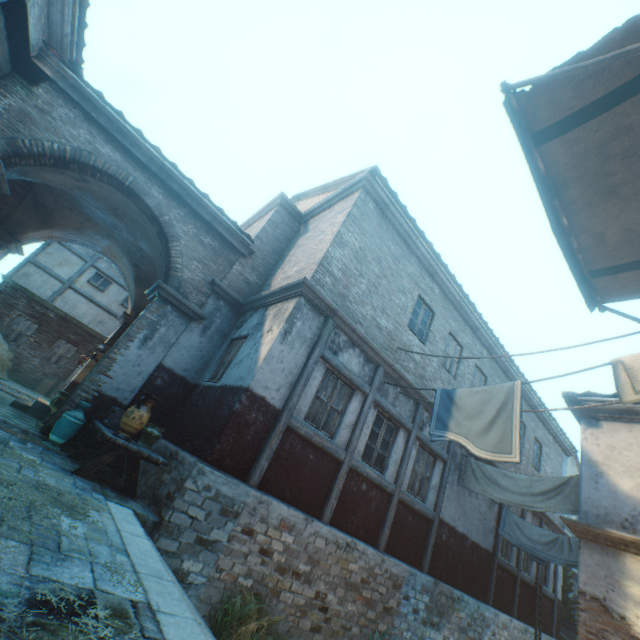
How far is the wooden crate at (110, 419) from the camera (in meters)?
6.07

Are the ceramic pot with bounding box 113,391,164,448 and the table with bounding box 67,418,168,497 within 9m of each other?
yes

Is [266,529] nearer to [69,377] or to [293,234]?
[293,234]

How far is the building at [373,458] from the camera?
7.82m

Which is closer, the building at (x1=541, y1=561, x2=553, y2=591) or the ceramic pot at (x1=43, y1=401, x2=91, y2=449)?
the ceramic pot at (x1=43, y1=401, x2=91, y2=449)

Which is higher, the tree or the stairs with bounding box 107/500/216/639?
the tree

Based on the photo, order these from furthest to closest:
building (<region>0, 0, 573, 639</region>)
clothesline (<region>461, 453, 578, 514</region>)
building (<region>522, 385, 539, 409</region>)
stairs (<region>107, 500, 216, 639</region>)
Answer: building (<region>522, 385, 539, 409</region>) → clothesline (<region>461, 453, 578, 514</region>) → building (<region>0, 0, 573, 639</region>) → stairs (<region>107, 500, 216, 639</region>)

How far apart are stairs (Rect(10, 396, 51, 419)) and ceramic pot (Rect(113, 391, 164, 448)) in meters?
5.1 m
